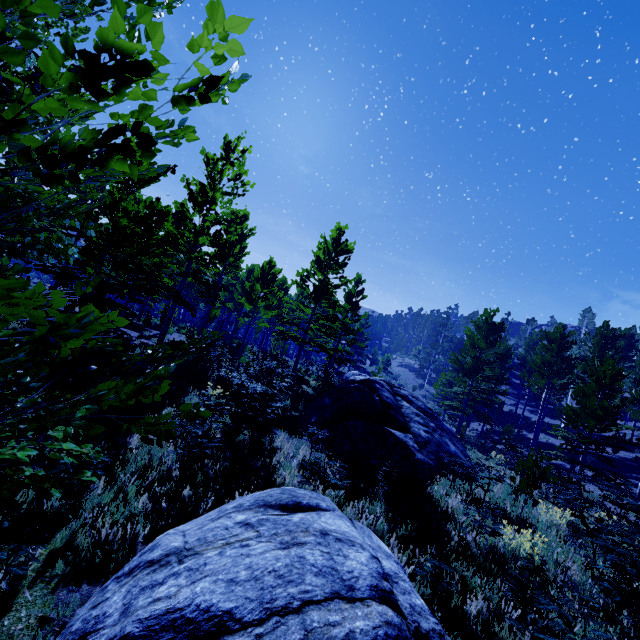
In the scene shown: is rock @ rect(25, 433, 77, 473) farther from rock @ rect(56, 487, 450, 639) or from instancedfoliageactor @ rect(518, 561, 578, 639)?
instancedfoliageactor @ rect(518, 561, 578, 639)

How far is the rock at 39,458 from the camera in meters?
4.6 m

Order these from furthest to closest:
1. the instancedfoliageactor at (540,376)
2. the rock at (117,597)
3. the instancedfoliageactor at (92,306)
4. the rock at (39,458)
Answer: the instancedfoliageactor at (540,376) → the rock at (39,458) → the rock at (117,597) → the instancedfoliageactor at (92,306)

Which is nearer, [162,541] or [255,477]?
[162,541]

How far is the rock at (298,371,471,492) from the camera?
8.9 meters

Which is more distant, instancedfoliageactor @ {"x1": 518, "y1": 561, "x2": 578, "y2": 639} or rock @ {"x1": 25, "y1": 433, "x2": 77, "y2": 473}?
rock @ {"x1": 25, "y1": 433, "x2": 77, "y2": 473}

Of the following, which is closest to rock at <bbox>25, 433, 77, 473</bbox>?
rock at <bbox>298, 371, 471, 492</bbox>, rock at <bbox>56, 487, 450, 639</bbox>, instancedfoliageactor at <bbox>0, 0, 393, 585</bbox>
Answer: rock at <bbox>56, 487, 450, 639</bbox>

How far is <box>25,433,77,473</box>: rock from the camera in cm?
459
